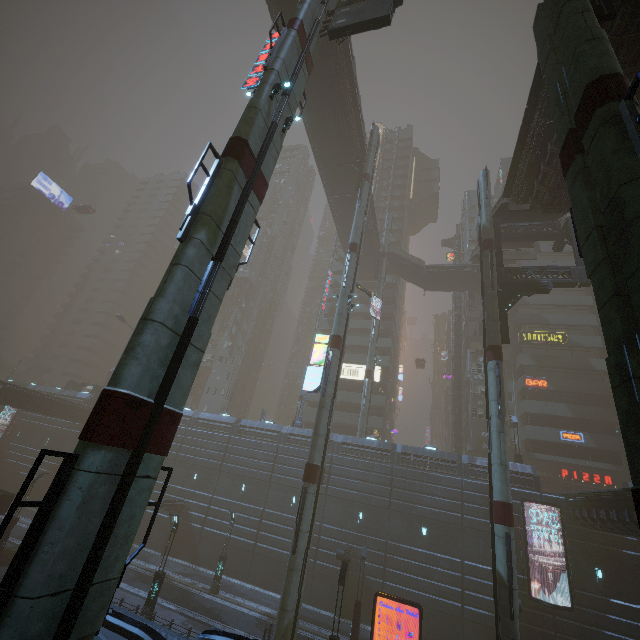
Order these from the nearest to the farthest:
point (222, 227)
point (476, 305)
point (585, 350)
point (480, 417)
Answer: point (222, 227) < point (585, 350) < point (480, 417) < point (476, 305)

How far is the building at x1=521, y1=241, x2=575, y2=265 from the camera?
45.6m

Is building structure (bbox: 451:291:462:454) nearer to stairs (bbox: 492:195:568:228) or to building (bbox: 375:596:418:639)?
building (bbox: 375:596:418:639)

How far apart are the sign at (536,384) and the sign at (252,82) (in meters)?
41.37

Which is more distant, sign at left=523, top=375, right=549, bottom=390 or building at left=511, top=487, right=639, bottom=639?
sign at left=523, top=375, right=549, bottom=390

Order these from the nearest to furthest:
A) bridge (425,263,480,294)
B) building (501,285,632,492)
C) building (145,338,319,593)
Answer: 1. building (145,338,319,593)
2. building (501,285,632,492)
3. bridge (425,263,480,294)

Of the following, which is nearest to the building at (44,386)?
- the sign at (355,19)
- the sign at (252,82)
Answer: the sign at (355,19)

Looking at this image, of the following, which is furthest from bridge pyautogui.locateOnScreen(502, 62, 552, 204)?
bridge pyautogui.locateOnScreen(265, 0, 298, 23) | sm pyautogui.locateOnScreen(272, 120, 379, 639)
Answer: bridge pyautogui.locateOnScreen(265, 0, 298, 23)
